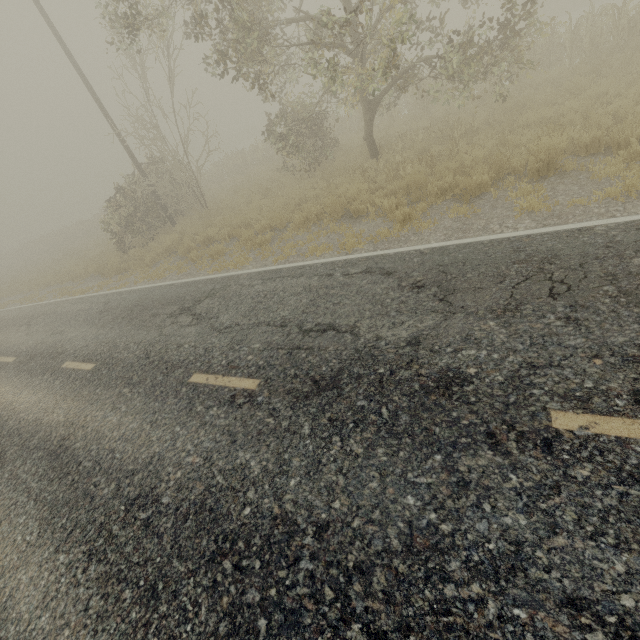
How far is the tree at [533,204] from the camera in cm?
584

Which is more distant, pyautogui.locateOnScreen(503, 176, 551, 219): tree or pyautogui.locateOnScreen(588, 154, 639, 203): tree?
pyautogui.locateOnScreen(503, 176, 551, 219): tree

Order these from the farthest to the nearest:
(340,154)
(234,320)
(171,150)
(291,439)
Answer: (171,150), (340,154), (234,320), (291,439)

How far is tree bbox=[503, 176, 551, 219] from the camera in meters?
5.8 m

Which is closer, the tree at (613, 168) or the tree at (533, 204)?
the tree at (613, 168)
